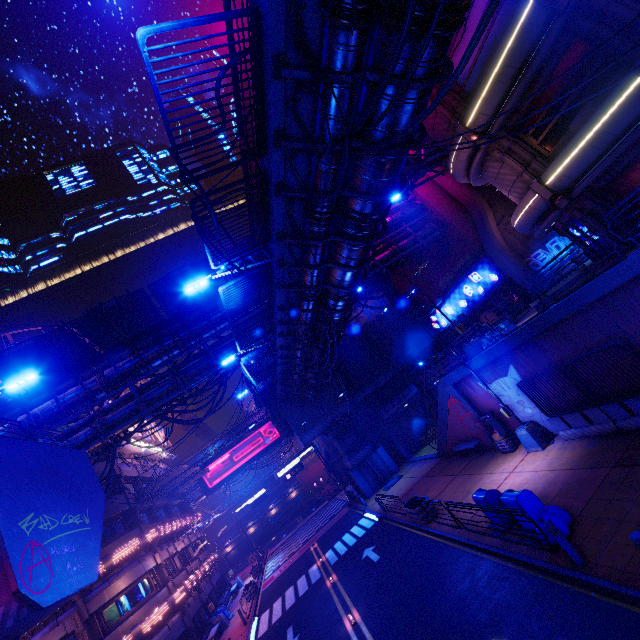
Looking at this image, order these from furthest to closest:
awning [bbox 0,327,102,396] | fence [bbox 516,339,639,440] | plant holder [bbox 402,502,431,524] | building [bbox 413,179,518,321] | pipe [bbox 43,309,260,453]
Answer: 1. building [bbox 413,179,518,321]
2. pipe [bbox 43,309,260,453]
3. awning [bbox 0,327,102,396]
4. plant holder [bbox 402,502,431,524]
5. fence [bbox 516,339,639,440]

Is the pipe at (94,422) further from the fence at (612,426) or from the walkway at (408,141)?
the fence at (612,426)

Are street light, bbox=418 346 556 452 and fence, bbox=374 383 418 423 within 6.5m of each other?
no

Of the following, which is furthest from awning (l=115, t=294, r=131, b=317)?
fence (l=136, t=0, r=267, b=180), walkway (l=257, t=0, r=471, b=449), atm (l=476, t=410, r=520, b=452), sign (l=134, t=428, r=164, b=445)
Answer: atm (l=476, t=410, r=520, b=452)

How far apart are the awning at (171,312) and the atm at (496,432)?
18.1 meters

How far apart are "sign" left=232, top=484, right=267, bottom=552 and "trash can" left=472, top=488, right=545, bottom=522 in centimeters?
4156cm

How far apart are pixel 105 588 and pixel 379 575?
19.3 meters

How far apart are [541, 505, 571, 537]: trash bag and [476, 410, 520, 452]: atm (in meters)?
6.77
